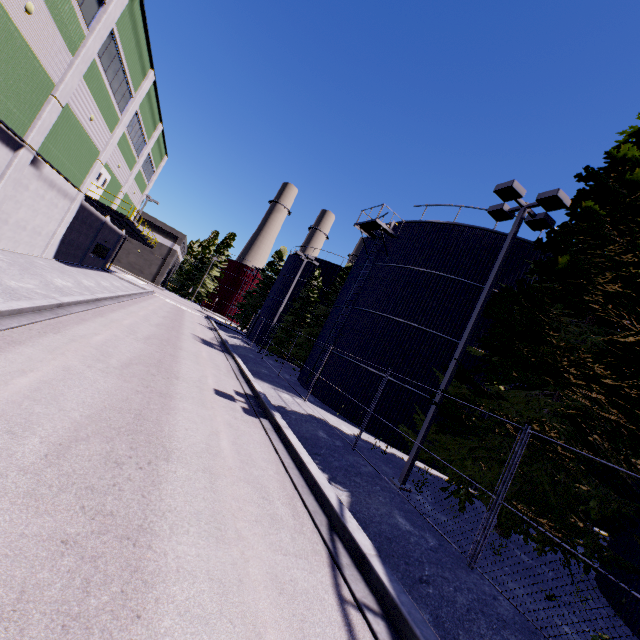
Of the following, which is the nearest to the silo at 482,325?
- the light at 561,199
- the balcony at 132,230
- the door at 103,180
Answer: the light at 561,199

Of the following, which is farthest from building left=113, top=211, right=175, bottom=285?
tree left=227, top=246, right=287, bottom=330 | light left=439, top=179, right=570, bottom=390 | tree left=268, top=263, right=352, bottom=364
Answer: tree left=268, top=263, right=352, bottom=364

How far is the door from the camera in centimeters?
2333cm

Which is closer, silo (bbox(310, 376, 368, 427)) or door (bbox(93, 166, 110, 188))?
silo (bbox(310, 376, 368, 427))

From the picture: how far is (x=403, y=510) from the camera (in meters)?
7.95

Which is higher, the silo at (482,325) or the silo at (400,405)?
the silo at (482,325)

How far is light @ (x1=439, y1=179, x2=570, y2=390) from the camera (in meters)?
9.84

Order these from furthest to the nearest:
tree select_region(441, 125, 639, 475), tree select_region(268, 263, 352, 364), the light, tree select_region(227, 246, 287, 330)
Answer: tree select_region(227, 246, 287, 330) → tree select_region(268, 263, 352, 364) → the light → tree select_region(441, 125, 639, 475)
